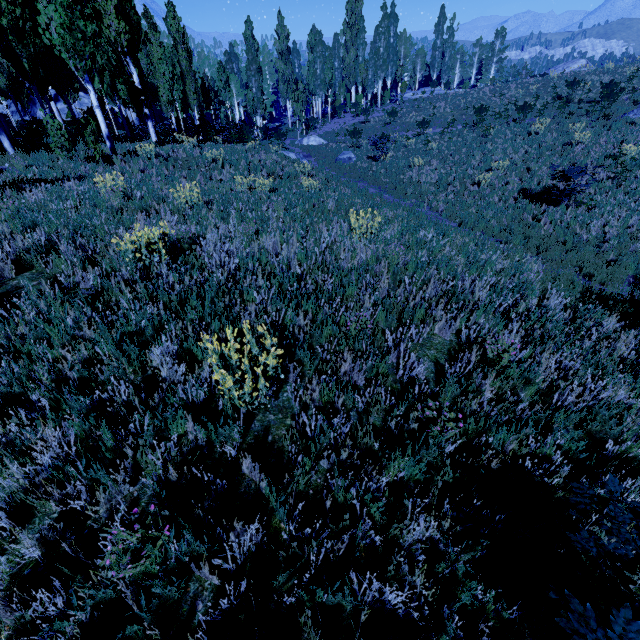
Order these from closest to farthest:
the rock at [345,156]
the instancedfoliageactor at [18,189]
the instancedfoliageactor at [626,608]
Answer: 1. the instancedfoliageactor at [626,608]
2. the instancedfoliageactor at [18,189]
3. the rock at [345,156]

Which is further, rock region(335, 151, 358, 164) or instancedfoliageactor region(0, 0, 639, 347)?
rock region(335, 151, 358, 164)

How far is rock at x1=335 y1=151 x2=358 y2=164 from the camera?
23.22m

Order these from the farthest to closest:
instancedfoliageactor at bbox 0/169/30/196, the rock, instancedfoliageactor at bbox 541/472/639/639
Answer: the rock, instancedfoliageactor at bbox 0/169/30/196, instancedfoliageactor at bbox 541/472/639/639

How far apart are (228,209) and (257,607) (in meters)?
7.27

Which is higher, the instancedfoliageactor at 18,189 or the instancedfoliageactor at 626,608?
the instancedfoliageactor at 18,189

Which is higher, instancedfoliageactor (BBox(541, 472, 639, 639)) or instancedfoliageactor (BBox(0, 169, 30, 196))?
instancedfoliageactor (BBox(0, 169, 30, 196))
